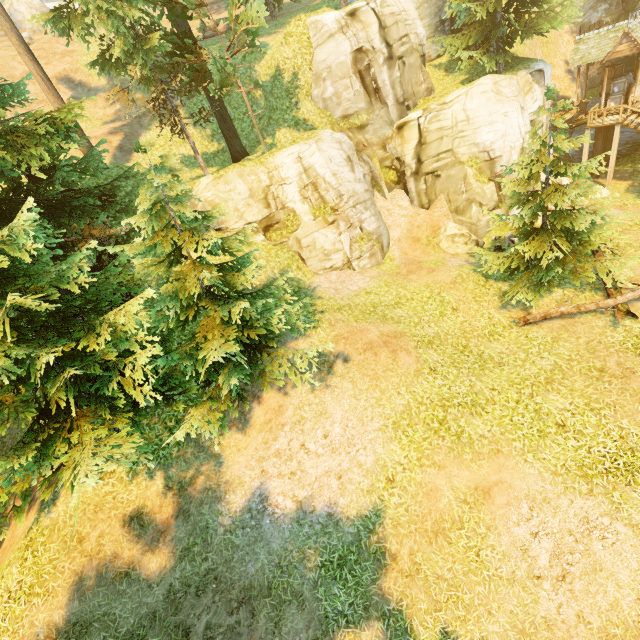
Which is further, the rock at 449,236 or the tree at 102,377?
the rock at 449,236

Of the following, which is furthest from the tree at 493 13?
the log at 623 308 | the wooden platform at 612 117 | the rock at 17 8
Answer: the wooden platform at 612 117

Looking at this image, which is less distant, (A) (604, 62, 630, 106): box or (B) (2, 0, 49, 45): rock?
(A) (604, 62, 630, 106): box

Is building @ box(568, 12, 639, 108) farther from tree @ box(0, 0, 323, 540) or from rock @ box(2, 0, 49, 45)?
rock @ box(2, 0, 49, 45)

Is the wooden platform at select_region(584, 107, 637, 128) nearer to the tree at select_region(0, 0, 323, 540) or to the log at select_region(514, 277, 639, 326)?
the tree at select_region(0, 0, 323, 540)

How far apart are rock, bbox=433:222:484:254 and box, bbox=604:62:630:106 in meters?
14.9 m

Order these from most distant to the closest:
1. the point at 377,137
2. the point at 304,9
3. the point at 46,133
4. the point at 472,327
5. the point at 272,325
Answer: the point at 304,9 → the point at 377,137 → the point at 472,327 → the point at 272,325 → the point at 46,133

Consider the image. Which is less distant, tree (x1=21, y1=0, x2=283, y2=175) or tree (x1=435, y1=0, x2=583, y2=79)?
tree (x1=21, y1=0, x2=283, y2=175)
